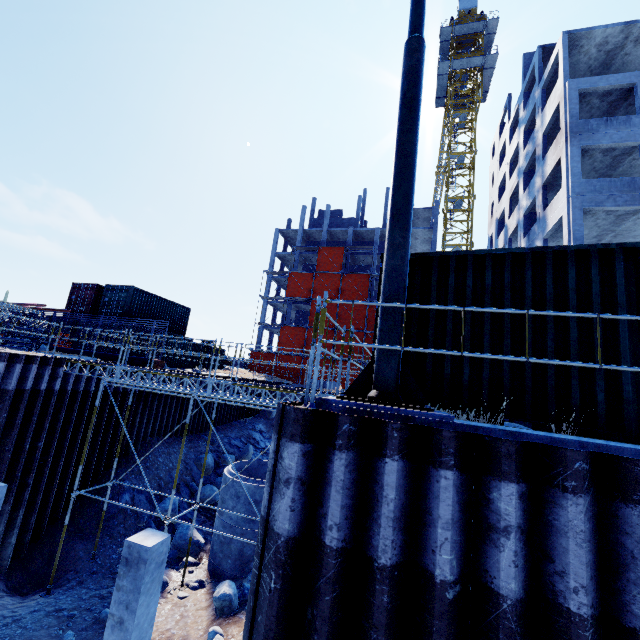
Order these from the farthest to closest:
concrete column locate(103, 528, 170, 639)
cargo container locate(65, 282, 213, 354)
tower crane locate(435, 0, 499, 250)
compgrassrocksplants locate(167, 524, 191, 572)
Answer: tower crane locate(435, 0, 499, 250), cargo container locate(65, 282, 213, 354), compgrassrocksplants locate(167, 524, 191, 572), concrete column locate(103, 528, 170, 639)

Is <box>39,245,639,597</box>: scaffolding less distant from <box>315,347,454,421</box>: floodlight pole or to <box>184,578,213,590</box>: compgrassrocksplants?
<box>184,578,213,590</box>: compgrassrocksplants

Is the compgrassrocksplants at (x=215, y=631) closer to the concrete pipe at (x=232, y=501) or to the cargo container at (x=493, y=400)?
the concrete pipe at (x=232, y=501)

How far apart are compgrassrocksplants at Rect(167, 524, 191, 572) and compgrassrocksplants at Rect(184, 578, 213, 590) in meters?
1.7

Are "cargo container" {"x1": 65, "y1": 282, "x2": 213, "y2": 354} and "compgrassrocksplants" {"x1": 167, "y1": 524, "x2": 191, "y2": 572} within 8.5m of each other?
no

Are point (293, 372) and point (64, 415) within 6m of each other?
no

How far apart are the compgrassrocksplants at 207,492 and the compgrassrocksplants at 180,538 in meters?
2.7 m

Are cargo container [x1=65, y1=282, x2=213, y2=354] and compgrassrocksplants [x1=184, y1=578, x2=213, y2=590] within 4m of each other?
no
